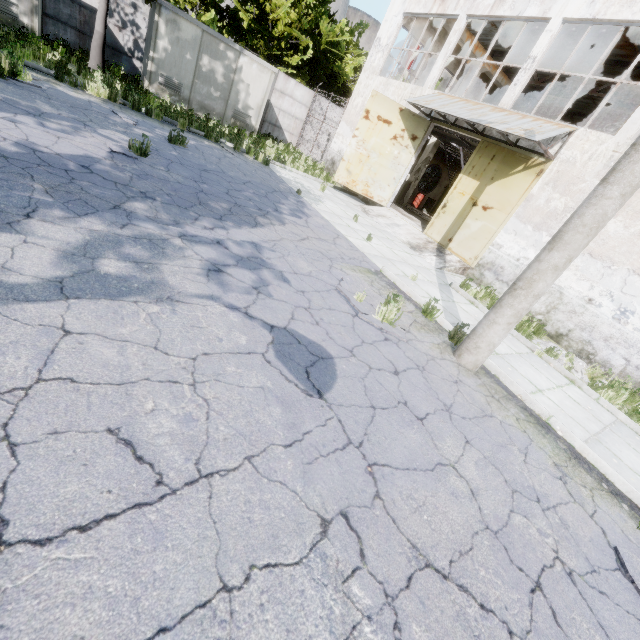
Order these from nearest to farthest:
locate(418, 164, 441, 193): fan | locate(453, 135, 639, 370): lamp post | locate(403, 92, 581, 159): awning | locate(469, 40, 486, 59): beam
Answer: locate(453, 135, 639, 370): lamp post → locate(403, 92, 581, 159): awning → locate(469, 40, 486, 59): beam → locate(418, 164, 441, 193): fan

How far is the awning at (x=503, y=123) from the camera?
9.56m

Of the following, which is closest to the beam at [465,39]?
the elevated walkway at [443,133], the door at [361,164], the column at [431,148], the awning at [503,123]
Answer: the column at [431,148]

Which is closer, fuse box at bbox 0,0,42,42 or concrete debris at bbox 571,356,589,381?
concrete debris at bbox 571,356,589,381

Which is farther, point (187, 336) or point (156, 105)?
point (156, 105)

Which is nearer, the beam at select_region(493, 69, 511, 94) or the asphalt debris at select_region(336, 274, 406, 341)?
the asphalt debris at select_region(336, 274, 406, 341)

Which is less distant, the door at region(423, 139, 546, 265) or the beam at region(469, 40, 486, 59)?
the door at region(423, 139, 546, 265)

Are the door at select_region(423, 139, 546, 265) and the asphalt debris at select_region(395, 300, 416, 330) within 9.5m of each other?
yes
